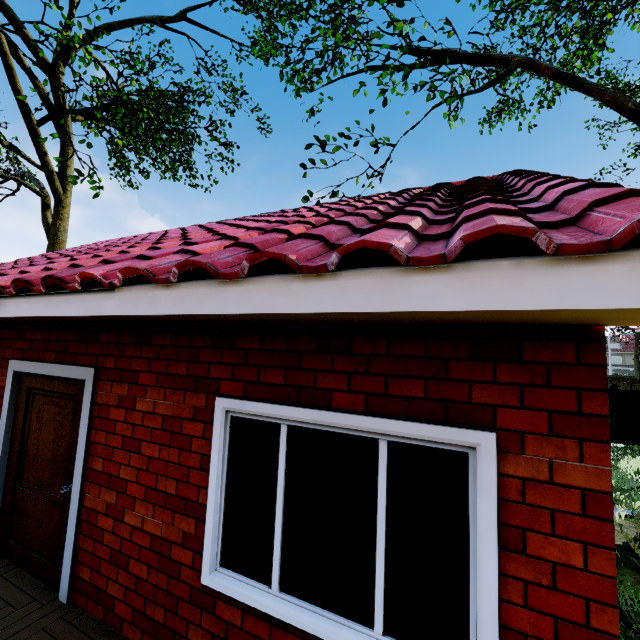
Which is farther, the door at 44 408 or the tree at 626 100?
the tree at 626 100

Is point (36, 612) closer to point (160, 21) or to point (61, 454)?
point (61, 454)

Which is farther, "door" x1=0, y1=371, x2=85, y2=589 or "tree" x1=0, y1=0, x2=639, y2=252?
"tree" x1=0, y1=0, x2=639, y2=252

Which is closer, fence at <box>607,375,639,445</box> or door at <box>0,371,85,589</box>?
door at <box>0,371,85,589</box>

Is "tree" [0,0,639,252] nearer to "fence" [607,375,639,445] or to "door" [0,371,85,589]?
"fence" [607,375,639,445]

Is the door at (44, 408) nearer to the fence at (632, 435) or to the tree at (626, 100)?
the fence at (632, 435)

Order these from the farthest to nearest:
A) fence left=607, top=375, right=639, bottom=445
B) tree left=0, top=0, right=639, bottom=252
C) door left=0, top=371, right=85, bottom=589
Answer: fence left=607, top=375, right=639, bottom=445, tree left=0, top=0, right=639, bottom=252, door left=0, top=371, right=85, bottom=589
